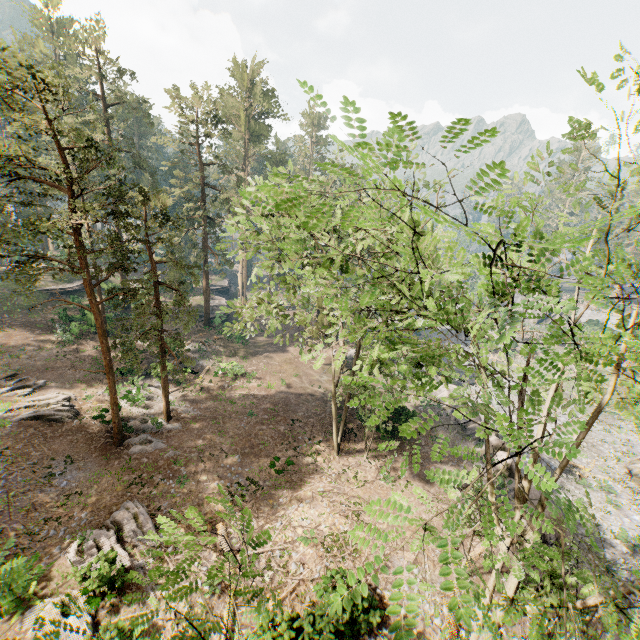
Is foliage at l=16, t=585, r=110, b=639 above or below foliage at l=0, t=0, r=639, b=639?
below

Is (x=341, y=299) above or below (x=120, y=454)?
above

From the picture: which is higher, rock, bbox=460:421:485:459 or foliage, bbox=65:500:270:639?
foliage, bbox=65:500:270:639

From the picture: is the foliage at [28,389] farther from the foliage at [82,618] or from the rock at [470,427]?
the rock at [470,427]

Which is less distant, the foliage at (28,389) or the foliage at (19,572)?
the foliage at (19,572)

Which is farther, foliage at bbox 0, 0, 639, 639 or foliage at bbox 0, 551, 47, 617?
foliage at bbox 0, 0, 639, 639

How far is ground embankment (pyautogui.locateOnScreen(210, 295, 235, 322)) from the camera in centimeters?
4138cm

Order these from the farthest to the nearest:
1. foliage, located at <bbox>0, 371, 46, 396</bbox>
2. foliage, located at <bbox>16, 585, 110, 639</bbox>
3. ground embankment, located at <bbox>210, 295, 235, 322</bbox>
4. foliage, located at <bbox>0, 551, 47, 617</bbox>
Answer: ground embankment, located at <bbox>210, 295, 235, 322</bbox>
foliage, located at <bbox>0, 371, 46, 396</bbox>
foliage, located at <bbox>16, 585, 110, 639</bbox>
foliage, located at <bbox>0, 551, 47, 617</bbox>
